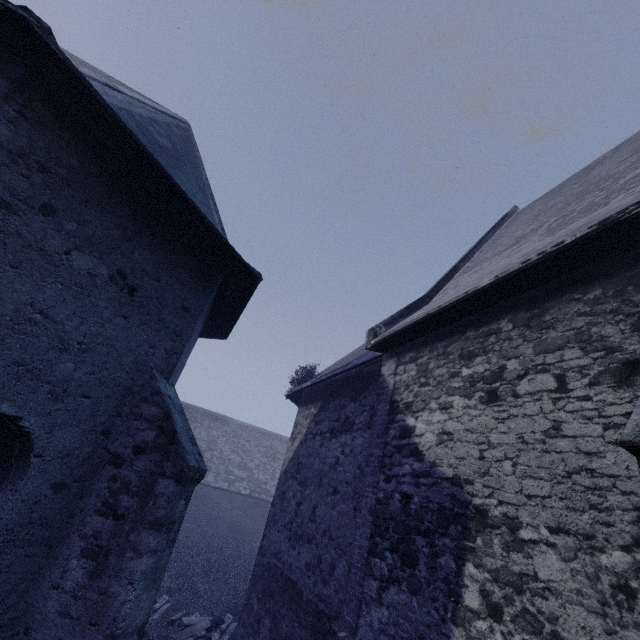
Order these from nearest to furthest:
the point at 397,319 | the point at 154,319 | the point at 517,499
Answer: the point at 517,499, the point at 154,319, the point at 397,319
